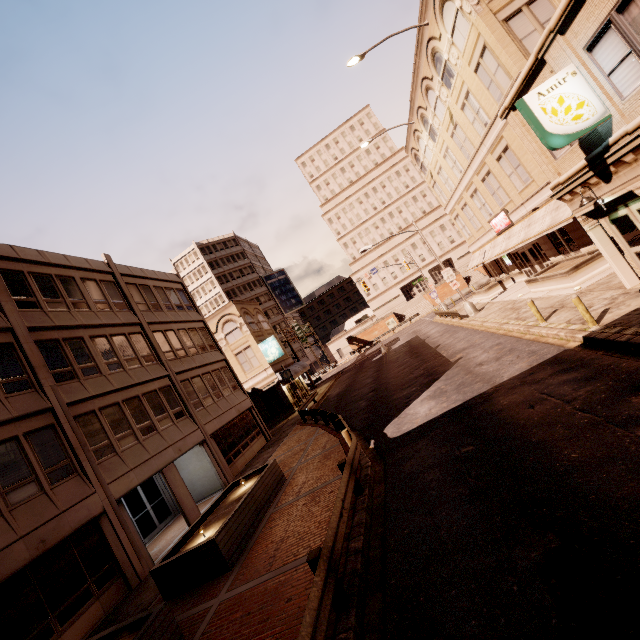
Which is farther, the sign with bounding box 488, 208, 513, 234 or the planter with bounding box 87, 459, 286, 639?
the sign with bounding box 488, 208, 513, 234

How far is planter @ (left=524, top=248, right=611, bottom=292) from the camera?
16.1 meters

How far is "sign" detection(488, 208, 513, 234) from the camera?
24.0 meters

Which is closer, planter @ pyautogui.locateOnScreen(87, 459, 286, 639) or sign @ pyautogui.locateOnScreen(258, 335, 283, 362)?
planter @ pyautogui.locateOnScreen(87, 459, 286, 639)

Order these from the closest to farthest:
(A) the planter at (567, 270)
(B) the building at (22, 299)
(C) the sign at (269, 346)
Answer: (B) the building at (22, 299), (A) the planter at (567, 270), (C) the sign at (269, 346)

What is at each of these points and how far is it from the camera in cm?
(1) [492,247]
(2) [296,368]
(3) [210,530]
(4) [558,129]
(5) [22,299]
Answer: (1) awning, 2819
(2) awning, 3572
(3) planter, 1055
(4) sign, 891
(5) building, 1441

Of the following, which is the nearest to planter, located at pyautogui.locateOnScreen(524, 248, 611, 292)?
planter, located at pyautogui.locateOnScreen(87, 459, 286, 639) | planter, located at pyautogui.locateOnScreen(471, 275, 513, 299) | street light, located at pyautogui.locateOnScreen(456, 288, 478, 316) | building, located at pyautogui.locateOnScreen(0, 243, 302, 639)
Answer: street light, located at pyautogui.locateOnScreen(456, 288, 478, 316)

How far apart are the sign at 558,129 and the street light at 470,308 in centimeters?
1784cm
